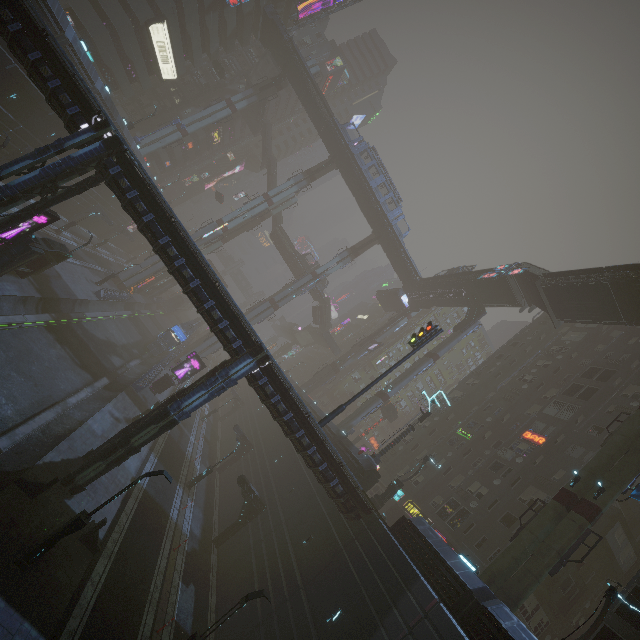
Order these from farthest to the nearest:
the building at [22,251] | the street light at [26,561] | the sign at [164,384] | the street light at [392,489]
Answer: the sign at [164,384]
the street light at [392,489]
the building at [22,251]
the street light at [26,561]

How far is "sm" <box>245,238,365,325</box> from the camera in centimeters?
5494cm

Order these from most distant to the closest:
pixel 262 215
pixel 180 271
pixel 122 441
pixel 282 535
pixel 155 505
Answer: pixel 262 215, pixel 282 535, pixel 155 505, pixel 180 271, pixel 122 441

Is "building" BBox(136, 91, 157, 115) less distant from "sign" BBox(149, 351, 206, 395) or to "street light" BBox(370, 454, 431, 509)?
"sign" BBox(149, 351, 206, 395)

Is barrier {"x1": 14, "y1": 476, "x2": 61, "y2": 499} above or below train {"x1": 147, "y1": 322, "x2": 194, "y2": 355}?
below

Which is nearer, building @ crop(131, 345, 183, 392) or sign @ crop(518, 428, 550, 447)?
sign @ crop(518, 428, 550, 447)

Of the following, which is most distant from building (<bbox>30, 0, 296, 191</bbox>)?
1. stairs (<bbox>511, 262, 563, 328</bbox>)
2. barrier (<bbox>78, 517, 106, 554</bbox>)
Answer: stairs (<bbox>511, 262, 563, 328</bbox>)

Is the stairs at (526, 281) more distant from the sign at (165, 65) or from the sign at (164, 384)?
the sign at (165, 65)
